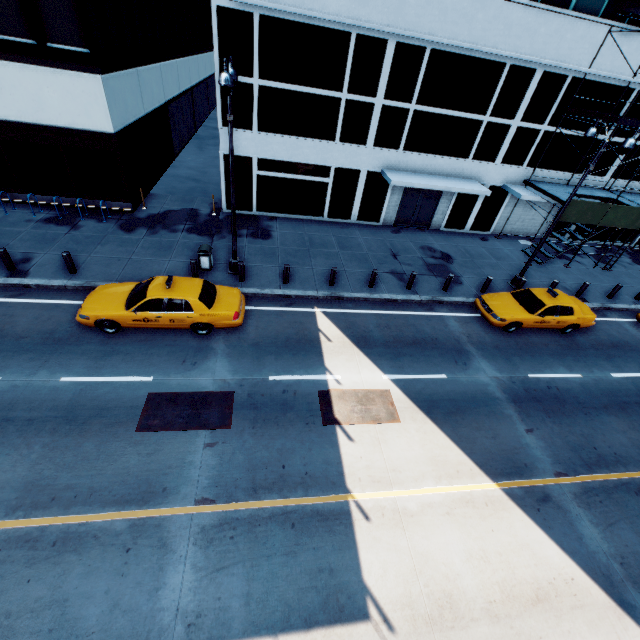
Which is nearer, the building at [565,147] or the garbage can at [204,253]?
the garbage can at [204,253]

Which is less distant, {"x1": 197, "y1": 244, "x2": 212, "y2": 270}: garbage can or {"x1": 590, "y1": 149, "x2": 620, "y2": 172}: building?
{"x1": 197, "y1": 244, "x2": 212, "y2": 270}: garbage can

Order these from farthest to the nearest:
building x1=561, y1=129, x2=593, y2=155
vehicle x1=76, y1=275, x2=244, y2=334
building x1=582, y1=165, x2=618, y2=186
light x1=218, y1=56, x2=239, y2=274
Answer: building x1=582, y1=165, x2=618, y2=186
building x1=561, y1=129, x2=593, y2=155
vehicle x1=76, y1=275, x2=244, y2=334
light x1=218, y1=56, x2=239, y2=274

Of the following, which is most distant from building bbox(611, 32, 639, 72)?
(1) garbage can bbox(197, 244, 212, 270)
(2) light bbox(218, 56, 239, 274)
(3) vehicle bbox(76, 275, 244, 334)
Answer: (3) vehicle bbox(76, 275, 244, 334)

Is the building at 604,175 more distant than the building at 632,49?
Yes

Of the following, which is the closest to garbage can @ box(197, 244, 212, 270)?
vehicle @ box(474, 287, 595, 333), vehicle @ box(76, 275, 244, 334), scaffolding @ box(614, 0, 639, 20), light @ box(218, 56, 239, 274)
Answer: light @ box(218, 56, 239, 274)

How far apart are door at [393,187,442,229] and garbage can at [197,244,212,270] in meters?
12.0

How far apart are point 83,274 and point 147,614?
11.78m
